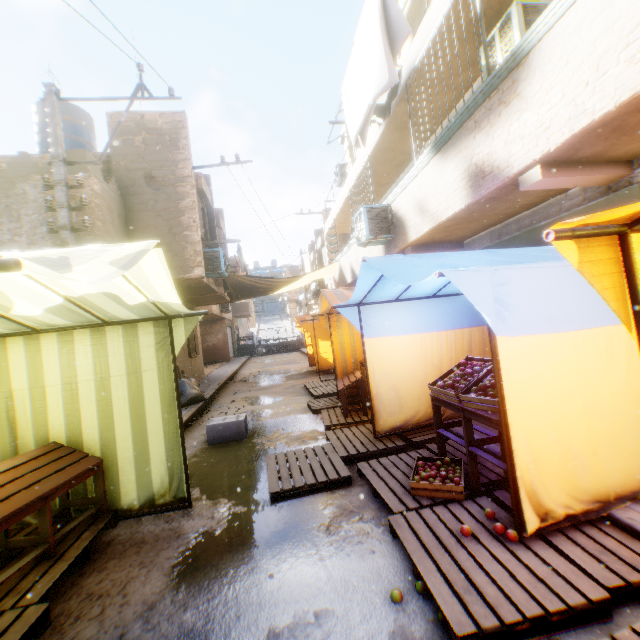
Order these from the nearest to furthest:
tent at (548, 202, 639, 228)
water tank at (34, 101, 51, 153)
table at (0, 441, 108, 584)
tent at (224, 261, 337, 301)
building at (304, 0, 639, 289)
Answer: tent at (548, 202, 639, 228), table at (0, 441, 108, 584), building at (304, 0, 639, 289), water tank at (34, 101, 51, 153), tent at (224, 261, 337, 301)

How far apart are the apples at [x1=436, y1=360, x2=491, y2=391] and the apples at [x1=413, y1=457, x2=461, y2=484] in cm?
77

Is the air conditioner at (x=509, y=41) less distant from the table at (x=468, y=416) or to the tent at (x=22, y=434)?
the tent at (x=22, y=434)

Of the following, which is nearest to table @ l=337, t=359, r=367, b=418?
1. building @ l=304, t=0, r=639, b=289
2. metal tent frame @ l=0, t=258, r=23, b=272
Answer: building @ l=304, t=0, r=639, b=289

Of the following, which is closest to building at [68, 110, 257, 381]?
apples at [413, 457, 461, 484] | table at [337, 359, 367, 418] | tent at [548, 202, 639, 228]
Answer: tent at [548, 202, 639, 228]

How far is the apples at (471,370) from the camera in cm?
342

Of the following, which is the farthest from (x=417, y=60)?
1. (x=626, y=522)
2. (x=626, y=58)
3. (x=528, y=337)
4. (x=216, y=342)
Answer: (x=216, y=342)

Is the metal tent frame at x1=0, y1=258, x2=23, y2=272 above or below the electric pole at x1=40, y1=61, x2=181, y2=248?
below
